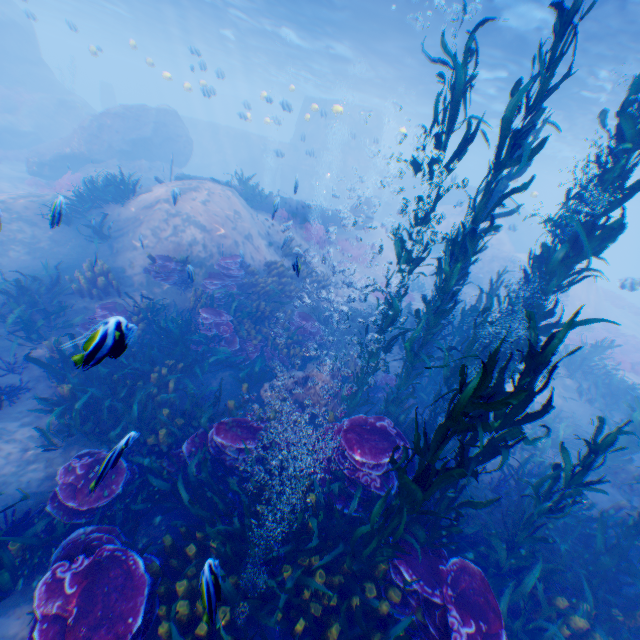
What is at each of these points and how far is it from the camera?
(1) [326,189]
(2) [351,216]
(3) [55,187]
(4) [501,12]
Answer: (1) submarine, 33.28m
(2) plane, 17.16m
(3) instancedfoliageactor, 16.14m
(4) light, 13.14m

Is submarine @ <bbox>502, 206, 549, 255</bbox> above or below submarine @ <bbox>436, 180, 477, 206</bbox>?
below

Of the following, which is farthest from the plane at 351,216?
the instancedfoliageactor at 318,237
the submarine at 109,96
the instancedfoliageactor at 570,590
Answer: the submarine at 109,96

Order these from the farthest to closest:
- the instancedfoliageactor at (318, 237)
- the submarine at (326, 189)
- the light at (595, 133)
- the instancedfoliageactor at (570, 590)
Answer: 1. the submarine at (326, 189)
2. the instancedfoliageactor at (318, 237)
3. the light at (595, 133)
4. the instancedfoliageactor at (570, 590)

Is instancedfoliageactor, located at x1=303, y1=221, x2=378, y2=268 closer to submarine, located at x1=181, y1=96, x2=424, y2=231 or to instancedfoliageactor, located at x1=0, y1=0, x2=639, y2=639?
submarine, located at x1=181, y1=96, x2=424, y2=231

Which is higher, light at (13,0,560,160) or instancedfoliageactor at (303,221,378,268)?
light at (13,0,560,160)

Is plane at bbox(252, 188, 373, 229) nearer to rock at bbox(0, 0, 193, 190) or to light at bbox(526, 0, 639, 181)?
rock at bbox(0, 0, 193, 190)

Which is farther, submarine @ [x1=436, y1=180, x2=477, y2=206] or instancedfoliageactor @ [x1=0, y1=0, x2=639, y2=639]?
submarine @ [x1=436, y1=180, x2=477, y2=206]
